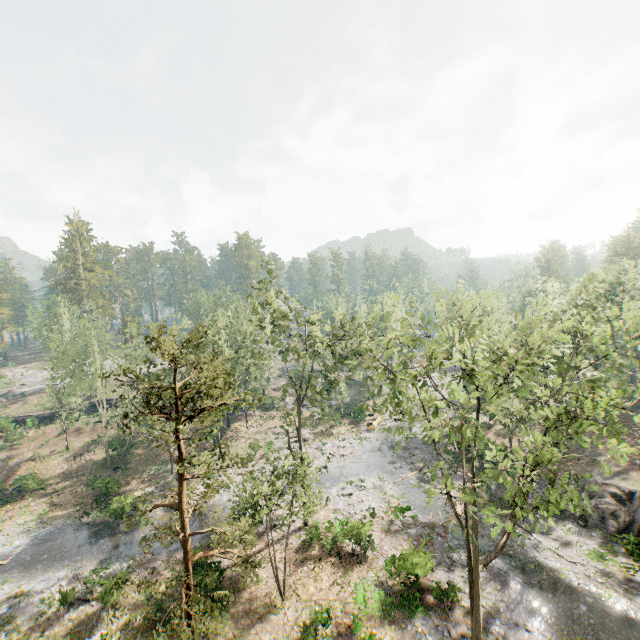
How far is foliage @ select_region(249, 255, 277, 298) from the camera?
26.3m

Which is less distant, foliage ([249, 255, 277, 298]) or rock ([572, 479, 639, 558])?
rock ([572, 479, 639, 558])

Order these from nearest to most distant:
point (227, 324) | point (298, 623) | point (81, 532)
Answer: point (298, 623), point (81, 532), point (227, 324)

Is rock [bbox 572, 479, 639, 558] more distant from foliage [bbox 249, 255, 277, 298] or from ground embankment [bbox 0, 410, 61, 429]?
ground embankment [bbox 0, 410, 61, 429]

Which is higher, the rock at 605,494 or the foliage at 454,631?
the rock at 605,494

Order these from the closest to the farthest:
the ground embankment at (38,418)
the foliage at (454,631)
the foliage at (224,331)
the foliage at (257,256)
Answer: A:
1. the foliage at (224,331)
2. the foliage at (454,631)
3. the foliage at (257,256)
4. the ground embankment at (38,418)

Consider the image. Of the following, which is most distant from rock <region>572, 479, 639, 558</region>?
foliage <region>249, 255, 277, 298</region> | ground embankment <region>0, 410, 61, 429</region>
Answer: ground embankment <region>0, 410, 61, 429</region>

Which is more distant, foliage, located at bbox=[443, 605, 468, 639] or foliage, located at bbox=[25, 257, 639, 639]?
foliage, located at bbox=[443, 605, 468, 639]
